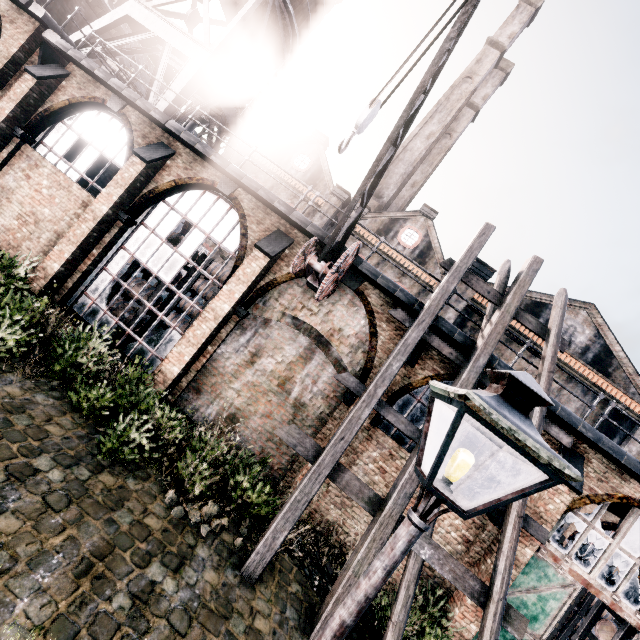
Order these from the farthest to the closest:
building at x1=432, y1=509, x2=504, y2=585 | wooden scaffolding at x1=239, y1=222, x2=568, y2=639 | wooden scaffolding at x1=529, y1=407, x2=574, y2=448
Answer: building at x1=432, y1=509, x2=504, y2=585 → wooden scaffolding at x1=529, y1=407, x2=574, y2=448 → wooden scaffolding at x1=239, y1=222, x2=568, y2=639

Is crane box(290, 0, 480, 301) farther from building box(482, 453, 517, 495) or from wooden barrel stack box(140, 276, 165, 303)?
wooden barrel stack box(140, 276, 165, 303)

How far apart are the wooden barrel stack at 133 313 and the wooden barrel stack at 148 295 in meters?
0.7 m

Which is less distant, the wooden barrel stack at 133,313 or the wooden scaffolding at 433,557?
the wooden scaffolding at 433,557

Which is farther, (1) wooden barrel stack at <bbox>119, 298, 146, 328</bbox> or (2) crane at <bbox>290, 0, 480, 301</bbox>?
(1) wooden barrel stack at <bbox>119, 298, 146, 328</bbox>

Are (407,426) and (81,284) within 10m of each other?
no

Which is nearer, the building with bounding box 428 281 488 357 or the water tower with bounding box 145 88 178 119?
the building with bounding box 428 281 488 357

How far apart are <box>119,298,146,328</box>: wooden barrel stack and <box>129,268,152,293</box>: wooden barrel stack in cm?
74
